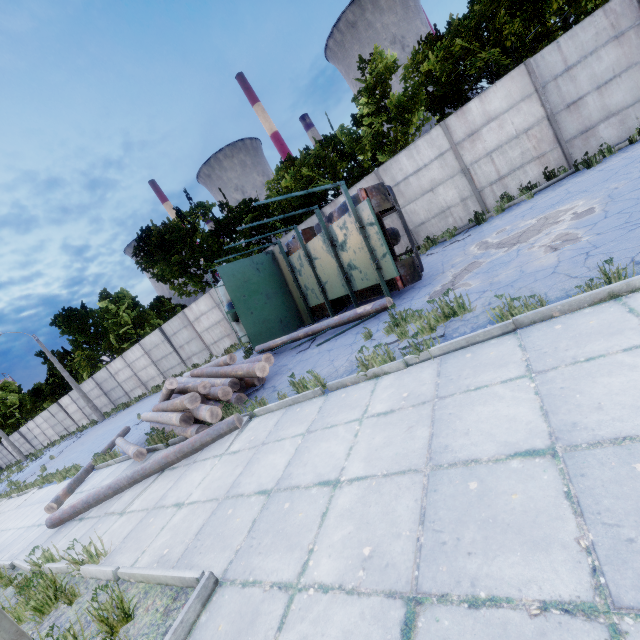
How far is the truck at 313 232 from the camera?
8.1m

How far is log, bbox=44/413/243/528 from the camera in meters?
6.4 m

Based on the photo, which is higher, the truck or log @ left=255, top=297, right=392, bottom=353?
the truck

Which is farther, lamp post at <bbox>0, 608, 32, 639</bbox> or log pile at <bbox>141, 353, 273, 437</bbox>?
log pile at <bbox>141, 353, 273, 437</bbox>

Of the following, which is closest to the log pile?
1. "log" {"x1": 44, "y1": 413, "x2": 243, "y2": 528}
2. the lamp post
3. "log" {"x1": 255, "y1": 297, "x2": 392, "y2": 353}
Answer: "log" {"x1": 44, "y1": 413, "x2": 243, "y2": 528}

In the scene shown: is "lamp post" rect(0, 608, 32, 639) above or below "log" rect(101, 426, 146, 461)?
above

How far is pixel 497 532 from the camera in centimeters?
205cm

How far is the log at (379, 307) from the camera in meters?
7.9 m
